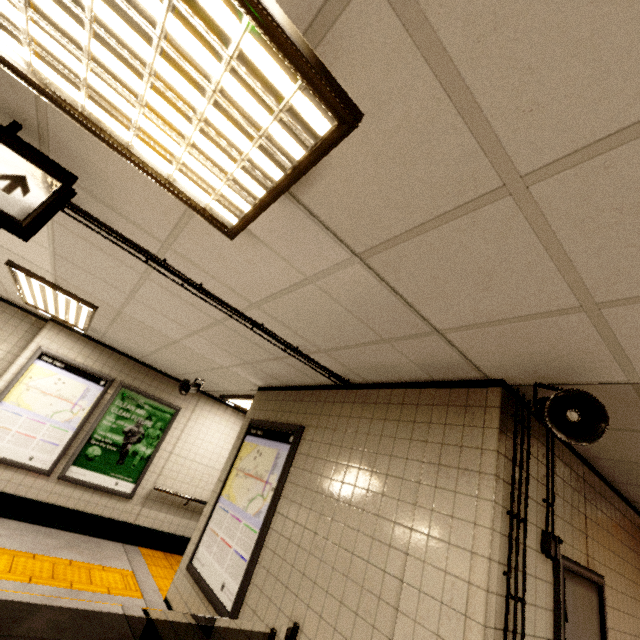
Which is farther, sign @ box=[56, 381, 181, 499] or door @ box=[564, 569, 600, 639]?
sign @ box=[56, 381, 181, 499]

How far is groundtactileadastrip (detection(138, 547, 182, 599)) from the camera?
4.9m

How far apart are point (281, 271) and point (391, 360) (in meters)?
1.17

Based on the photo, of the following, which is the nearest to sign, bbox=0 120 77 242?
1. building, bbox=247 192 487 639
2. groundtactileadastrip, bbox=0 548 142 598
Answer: building, bbox=247 192 487 639

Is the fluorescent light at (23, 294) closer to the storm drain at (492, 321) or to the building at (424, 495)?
the storm drain at (492, 321)

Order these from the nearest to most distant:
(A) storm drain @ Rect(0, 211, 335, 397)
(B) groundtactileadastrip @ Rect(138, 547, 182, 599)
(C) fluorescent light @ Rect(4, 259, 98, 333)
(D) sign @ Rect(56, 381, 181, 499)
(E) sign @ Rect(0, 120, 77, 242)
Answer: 1. (E) sign @ Rect(0, 120, 77, 242)
2. (A) storm drain @ Rect(0, 211, 335, 397)
3. (C) fluorescent light @ Rect(4, 259, 98, 333)
4. (B) groundtactileadastrip @ Rect(138, 547, 182, 599)
5. (D) sign @ Rect(56, 381, 181, 499)

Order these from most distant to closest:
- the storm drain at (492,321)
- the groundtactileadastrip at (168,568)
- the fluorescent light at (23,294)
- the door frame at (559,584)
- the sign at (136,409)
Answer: the sign at (136,409), the groundtactileadastrip at (168,568), the fluorescent light at (23,294), the door frame at (559,584), the storm drain at (492,321)

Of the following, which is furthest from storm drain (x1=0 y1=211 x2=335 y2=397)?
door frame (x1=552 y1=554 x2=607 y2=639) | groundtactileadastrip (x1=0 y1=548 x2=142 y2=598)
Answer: groundtactileadastrip (x1=0 y1=548 x2=142 y2=598)
